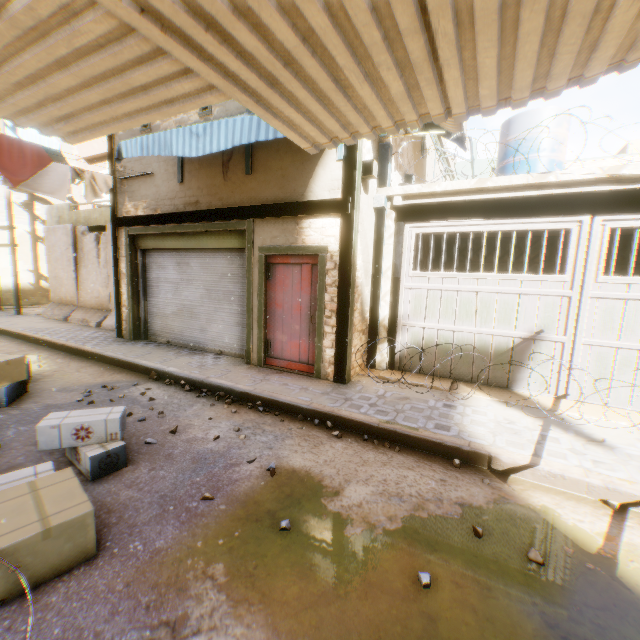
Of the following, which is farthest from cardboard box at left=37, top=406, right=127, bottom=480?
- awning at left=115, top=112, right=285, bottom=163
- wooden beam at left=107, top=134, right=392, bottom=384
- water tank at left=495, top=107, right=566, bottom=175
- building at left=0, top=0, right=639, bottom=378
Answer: water tank at left=495, top=107, right=566, bottom=175

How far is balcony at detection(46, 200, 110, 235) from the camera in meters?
11.4 m

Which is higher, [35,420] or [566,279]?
[566,279]

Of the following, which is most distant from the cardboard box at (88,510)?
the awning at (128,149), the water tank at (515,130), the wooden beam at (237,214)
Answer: the water tank at (515,130)

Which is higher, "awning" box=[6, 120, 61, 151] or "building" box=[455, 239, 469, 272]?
"awning" box=[6, 120, 61, 151]

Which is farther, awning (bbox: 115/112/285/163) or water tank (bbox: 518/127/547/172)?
water tank (bbox: 518/127/547/172)

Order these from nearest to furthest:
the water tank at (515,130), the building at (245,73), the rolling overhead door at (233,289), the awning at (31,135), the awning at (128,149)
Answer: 1. the building at (245,73)
2. the awning at (128,149)
3. the rolling overhead door at (233,289)
4. the water tank at (515,130)
5. the awning at (31,135)

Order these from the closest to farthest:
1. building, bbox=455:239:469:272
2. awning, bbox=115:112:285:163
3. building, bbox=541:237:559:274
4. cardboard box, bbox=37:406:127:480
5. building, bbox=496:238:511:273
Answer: cardboard box, bbox=37:406:127:480 < awning, bbox=115:112:285:163 < building, bbox=541:237:559:274 < building, bbox=496:238:511:273 < building, bbox=455:239:469:272
